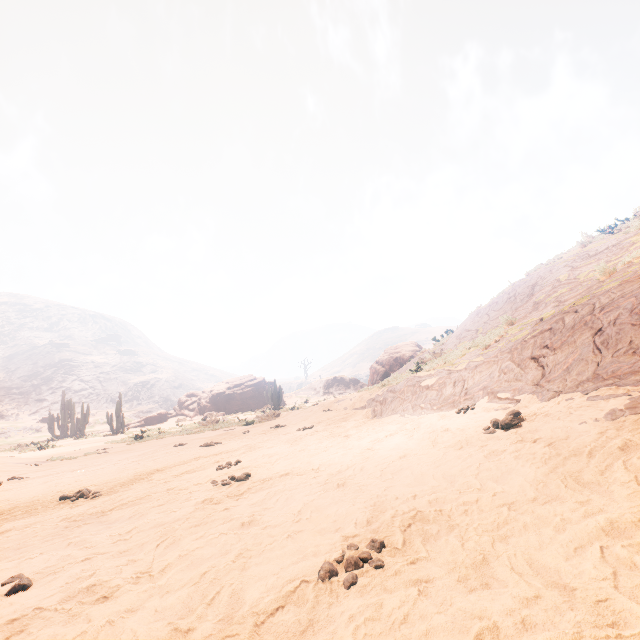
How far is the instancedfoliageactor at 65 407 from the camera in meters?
32.3 m

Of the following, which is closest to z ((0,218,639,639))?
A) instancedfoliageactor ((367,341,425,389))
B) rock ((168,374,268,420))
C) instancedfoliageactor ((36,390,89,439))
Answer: instancedfoliageactor ((36,390,89,439))

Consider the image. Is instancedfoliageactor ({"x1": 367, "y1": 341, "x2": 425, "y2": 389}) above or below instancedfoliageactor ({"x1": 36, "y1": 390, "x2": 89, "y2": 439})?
below

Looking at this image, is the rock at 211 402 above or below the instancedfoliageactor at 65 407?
below

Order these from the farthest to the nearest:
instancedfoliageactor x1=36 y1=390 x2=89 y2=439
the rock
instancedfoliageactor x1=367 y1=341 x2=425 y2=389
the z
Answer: the rock → instancedfoliageactor x1=36 y1=390 x2=89 y2=439 → instancedfoliageactor x1=367 y1=341 x2=425 y2=389 → the z

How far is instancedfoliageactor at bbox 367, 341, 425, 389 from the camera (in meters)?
25.02

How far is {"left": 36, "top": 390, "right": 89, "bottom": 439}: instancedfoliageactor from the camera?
32.3 meters

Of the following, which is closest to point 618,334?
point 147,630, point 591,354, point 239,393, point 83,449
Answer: point 591,354
